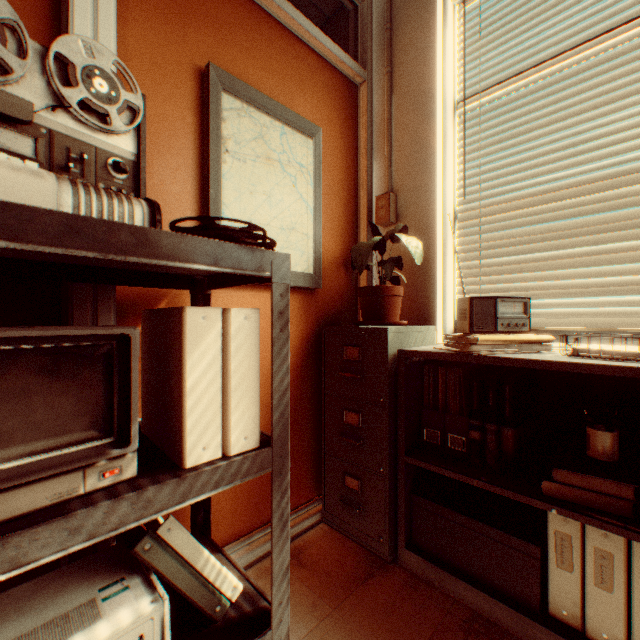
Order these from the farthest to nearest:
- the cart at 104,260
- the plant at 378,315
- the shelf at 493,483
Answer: the plant at 378,315 → the shelf at 493,483 → the cart at 104,260

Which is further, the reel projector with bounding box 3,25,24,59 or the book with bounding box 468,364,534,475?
the book with bounding box 468,364,534,475

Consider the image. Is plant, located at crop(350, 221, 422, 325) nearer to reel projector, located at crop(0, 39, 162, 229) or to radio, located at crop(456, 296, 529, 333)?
radio, located at crop(456, 296, 529, 333)

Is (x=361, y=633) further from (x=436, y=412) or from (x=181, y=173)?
(x=181, y=173)

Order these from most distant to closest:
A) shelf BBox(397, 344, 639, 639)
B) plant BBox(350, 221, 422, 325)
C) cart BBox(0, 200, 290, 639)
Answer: plant BBox(350, 221, 422, 325) → shelf BBox(397, 344, 639, 639) → cart BBox(0, 200, 290, 639)

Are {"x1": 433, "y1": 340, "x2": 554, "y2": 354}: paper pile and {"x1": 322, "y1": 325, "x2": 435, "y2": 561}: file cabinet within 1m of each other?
yes

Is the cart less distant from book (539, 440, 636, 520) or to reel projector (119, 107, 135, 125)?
reel projector (119, 107, 135, 125)

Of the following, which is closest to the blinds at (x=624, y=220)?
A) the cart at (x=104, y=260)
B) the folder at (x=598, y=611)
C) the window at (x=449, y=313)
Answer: the window at (x=449, y=313)
